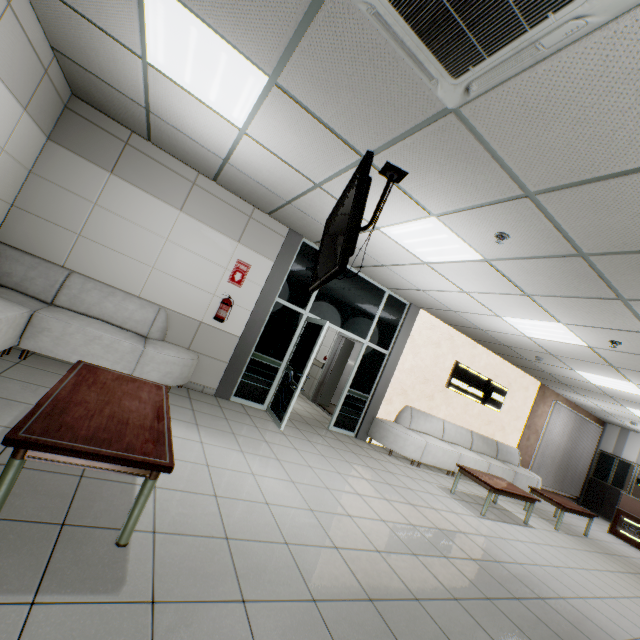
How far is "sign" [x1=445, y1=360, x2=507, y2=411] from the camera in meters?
8.2

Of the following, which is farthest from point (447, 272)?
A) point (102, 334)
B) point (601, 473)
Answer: point (601, 473)

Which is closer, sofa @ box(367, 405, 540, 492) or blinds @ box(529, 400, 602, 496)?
sofa @ box(367, 405, 540, 492)

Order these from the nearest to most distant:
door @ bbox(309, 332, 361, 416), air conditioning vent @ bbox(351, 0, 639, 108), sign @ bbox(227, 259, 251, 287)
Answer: air conditioning vent @ bbox(351, 0, 639, 108) → sign @ bbox(227, 259, 251, 287) → door @ bbox(309, 332, 361, 416)

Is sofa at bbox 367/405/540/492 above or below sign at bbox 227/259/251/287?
below

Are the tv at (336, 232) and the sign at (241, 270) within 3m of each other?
yes

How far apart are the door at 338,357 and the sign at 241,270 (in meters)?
3.77

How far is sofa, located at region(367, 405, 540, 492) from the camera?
6.8 meters
